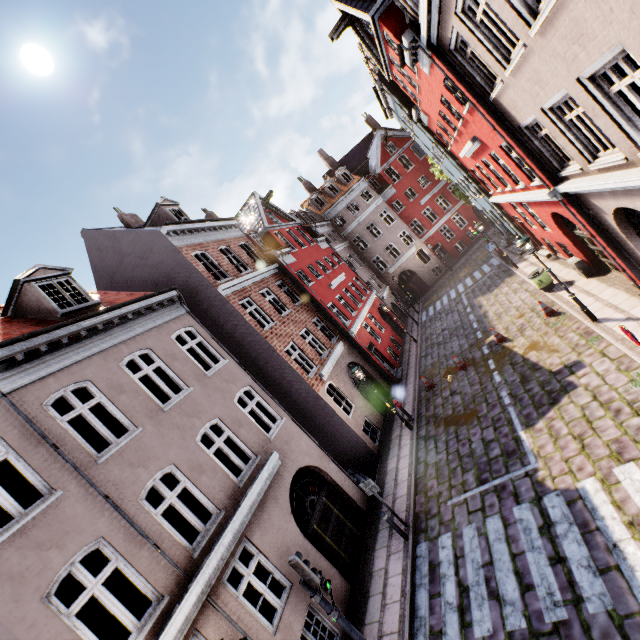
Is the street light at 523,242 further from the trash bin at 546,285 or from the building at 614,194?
the trash bin at 546,285

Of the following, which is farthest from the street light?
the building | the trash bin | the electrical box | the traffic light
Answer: the traffic light

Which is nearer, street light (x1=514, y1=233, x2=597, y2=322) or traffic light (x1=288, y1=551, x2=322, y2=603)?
traffic light (x1=288, y1=551, x2=322, y2=603)

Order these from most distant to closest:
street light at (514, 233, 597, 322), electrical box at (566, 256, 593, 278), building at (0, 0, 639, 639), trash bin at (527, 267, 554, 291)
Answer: trash bin at (527, 267, 554, 291) < electrical box at (566, 256, 593, 278) < street light at (514, 233, 597, 322) < building at (0, 0, 639, 639)

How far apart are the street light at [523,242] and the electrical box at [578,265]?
3.23m

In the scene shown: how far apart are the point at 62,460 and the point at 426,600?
8.9m

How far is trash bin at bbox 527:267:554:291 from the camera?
14.5 meters

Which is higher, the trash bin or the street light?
the street light
